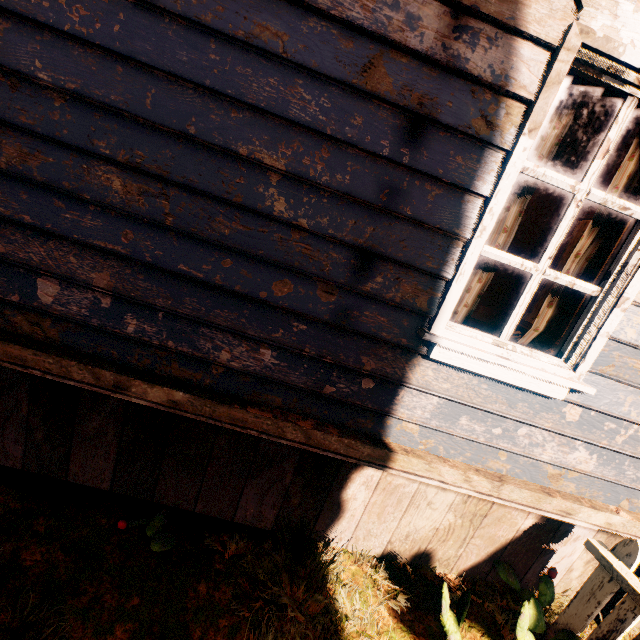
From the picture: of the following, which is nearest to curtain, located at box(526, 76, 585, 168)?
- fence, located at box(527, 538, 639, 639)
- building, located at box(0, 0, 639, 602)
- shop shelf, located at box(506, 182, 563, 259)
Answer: building, located at box(0, 0, 639, 602)

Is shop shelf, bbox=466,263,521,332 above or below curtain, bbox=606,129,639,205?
below

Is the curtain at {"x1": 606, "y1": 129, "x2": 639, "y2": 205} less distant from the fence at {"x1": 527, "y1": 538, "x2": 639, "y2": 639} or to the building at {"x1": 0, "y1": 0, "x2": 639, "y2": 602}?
the building at {"x1": 0, "y1": 0, "x2": 639, "y2": 602}

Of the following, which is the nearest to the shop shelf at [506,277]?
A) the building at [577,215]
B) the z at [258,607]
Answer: the building at [577,215]

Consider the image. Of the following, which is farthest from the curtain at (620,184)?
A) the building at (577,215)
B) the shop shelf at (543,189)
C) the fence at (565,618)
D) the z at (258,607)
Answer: the shop shelf at (543,189)

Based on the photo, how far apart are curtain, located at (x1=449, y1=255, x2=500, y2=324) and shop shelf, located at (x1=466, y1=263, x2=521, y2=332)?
3.2m

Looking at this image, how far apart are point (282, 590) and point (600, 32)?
3.3 meters

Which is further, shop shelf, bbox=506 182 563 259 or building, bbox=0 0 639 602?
shop shelf, bbox=506 182 563 259
